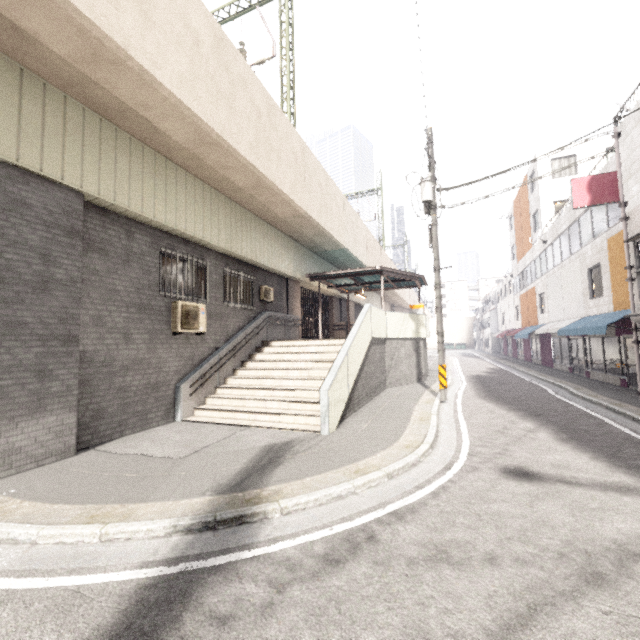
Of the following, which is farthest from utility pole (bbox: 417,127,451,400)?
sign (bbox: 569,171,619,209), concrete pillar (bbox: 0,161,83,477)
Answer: concrete pillar (bbox: 0,161,83,477)

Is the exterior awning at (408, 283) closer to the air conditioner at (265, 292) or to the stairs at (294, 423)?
the air conditioner at (265, 292)

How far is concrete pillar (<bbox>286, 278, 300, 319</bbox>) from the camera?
15.2m

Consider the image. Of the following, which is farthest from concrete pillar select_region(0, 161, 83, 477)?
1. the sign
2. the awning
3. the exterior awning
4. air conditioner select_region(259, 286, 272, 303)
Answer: the awning

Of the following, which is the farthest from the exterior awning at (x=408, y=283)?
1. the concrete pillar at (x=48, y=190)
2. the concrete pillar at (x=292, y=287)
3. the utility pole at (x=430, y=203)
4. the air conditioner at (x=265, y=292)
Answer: the concrete pillar at (x=48, y=190)

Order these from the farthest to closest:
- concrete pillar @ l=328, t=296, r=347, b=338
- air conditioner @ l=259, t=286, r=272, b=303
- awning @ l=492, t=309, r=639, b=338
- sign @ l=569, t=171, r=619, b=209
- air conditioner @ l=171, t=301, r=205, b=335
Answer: concrete pillar @ l=328, t=296, r=347, b=338
air conditioner @ l=259, t=286, r=272, b=303
awning @ l=492, t=309, r=639, b=338
sign @ l=569, t=171, r=619, b=209
air conditioner @ l=171, t=301, r=205, b=335

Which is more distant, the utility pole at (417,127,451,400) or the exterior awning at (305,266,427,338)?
the exterior awning at (305,266,427,338)

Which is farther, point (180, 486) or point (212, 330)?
point (212, 330)
